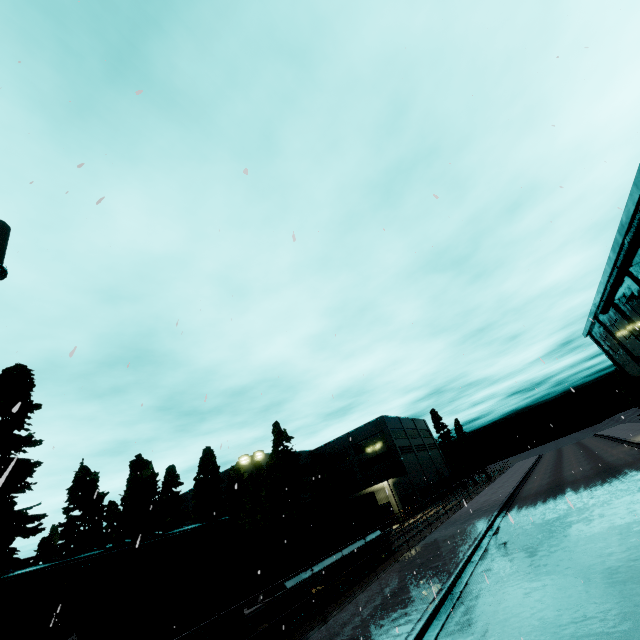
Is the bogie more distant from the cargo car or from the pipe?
the pipe

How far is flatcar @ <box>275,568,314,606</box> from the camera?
14.32m

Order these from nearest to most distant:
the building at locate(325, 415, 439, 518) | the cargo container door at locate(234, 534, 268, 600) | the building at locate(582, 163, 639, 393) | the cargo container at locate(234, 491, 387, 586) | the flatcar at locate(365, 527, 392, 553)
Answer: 1. the cargo container door at locate(234, 534, 268, 600)
2. the cargo container at locate(234, 491, 387, 586)
3. the flatcar at locate(365, 527, 392, 553)
4. the building at locate(582, 163, 639, 393)
5. the building at locate(325, 415, 439, 518)

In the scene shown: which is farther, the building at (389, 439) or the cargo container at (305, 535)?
the building at (389, 439)

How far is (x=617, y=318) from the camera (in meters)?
42.66

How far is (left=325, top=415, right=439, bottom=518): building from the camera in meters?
46.1

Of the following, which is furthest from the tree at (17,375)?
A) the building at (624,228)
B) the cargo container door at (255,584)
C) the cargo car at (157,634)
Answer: the building at (624,228)
